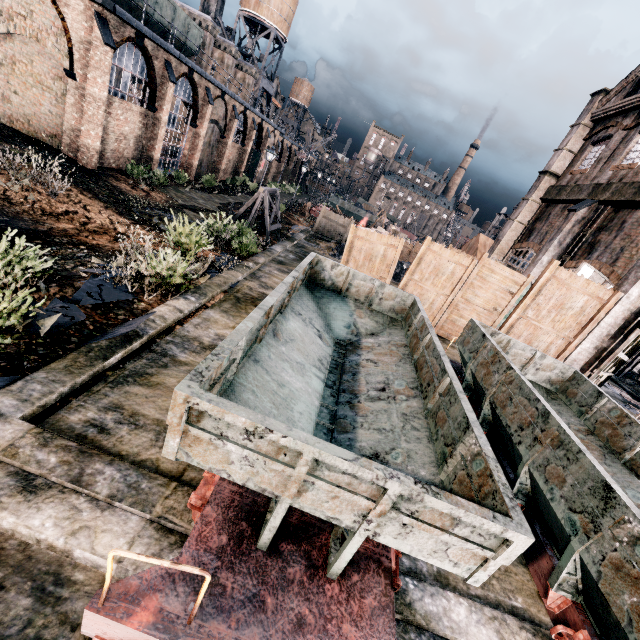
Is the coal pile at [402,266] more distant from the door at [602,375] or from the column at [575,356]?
the door at [602,375]

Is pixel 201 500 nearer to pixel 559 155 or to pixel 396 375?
pixel 396 375

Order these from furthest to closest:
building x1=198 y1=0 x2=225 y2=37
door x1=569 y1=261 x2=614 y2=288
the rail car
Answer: building x1=198 y1=0 x2=225 y2=37 → door x1=569 y1=261 x2=614 y2=288 → the rail car

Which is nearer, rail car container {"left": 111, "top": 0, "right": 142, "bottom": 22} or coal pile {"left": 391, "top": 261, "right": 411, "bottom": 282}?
rail car container {"left": 111, "top": 0, "right": 142, "bottom": 22}

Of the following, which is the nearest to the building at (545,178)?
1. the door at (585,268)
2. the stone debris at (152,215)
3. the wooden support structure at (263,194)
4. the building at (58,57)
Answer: the door at (585,268)

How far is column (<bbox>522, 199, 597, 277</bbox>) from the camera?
16.91m

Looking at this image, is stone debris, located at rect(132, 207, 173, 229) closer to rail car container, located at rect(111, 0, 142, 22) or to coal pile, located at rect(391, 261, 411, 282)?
coal pile, located at rect(391, 261, 411, 282)

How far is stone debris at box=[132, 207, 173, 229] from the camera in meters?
16.3 m
